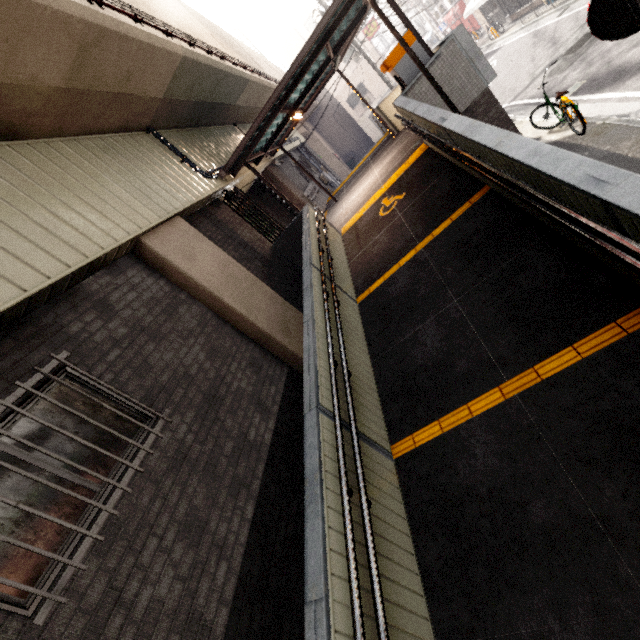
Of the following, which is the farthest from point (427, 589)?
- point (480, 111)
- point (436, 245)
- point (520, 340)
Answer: point (480, 111)

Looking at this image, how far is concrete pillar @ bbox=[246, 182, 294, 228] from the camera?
13.2 meters

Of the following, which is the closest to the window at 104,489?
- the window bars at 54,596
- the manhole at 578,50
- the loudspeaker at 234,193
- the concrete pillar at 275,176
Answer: the window bars at 54,596

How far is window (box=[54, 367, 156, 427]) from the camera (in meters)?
3.41

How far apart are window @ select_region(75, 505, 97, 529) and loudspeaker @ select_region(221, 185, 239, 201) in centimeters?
602cm

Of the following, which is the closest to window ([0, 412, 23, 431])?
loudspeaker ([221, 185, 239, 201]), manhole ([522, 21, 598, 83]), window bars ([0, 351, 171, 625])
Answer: window bars ([0, 351, 171, 625])

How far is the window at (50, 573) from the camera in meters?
2.4 m

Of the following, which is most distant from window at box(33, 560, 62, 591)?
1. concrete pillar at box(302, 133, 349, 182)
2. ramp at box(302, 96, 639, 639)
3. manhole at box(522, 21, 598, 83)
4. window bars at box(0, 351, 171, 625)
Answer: concrete pillar at box(302, 133, 349, 182)
